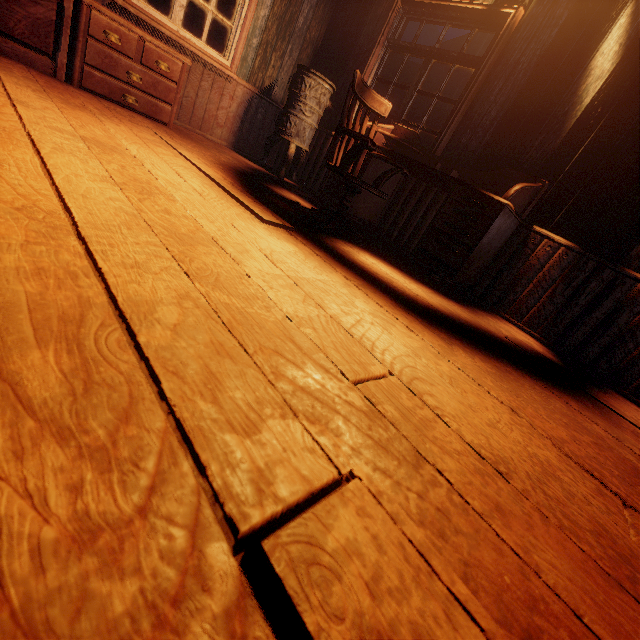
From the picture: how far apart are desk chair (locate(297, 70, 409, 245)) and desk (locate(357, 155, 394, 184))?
0.2m

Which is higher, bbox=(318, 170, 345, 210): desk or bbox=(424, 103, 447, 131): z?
bbox=(424, 103, 447, 131): z

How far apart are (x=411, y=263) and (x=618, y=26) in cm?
248

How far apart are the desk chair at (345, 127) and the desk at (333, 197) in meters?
0.2

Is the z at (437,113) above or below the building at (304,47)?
above

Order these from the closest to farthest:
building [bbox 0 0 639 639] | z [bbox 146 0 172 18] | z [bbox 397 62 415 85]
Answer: building [bbox 0 0 639 639] → z [bbox 146 0 172 18] → z [bbox 397 62 415 85]
